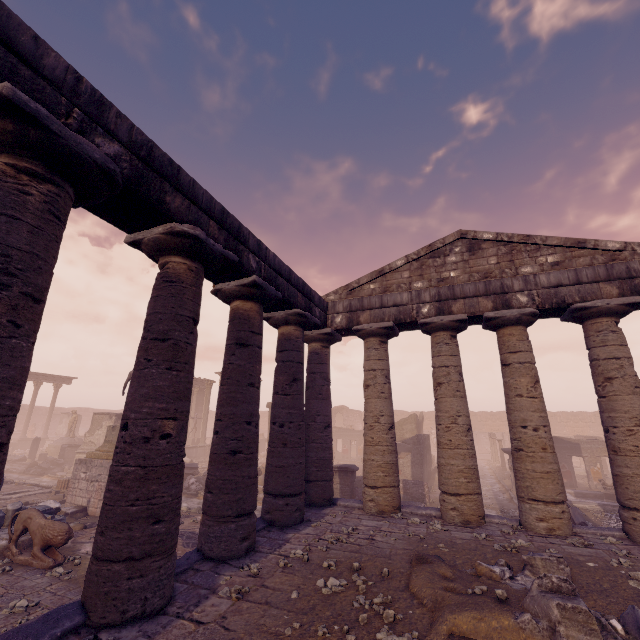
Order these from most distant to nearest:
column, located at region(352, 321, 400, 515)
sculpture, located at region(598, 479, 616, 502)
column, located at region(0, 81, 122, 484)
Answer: sculpture, located at region(598, 479, 616, 502)
column, located at region(352, 321, 400, 515)
column, located at region(0, 81, 122, 484)

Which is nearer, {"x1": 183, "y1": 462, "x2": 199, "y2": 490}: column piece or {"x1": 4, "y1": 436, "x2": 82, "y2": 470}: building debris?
{"x1": 183, "y1": 462, "x2": 199, "y2": 490}: column piece

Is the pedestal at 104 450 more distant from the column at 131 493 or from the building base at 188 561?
the column at 131 493

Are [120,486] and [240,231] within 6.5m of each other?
yes

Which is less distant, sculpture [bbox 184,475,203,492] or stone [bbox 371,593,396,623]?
stone [bbox 371,593,396,623]

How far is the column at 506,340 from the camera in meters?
7.7 m

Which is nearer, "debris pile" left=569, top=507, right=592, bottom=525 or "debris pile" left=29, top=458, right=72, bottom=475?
"debris pile" left=569, top=507, right=592, bottom=525

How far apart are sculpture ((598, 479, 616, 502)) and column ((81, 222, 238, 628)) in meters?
19.6
